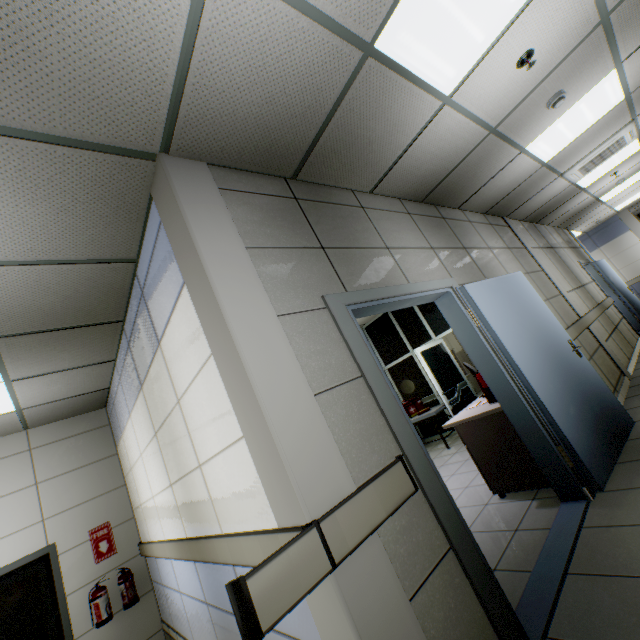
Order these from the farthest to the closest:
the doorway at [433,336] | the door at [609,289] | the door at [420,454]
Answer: the door at [609,289], the doorway at [433,336], the door at [420,454]

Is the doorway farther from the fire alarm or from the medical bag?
→ the fire alarm

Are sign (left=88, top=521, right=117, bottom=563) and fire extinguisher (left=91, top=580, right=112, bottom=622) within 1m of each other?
yes

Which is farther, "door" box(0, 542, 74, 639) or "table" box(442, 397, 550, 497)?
"door" box(0, 542, 74, 639)

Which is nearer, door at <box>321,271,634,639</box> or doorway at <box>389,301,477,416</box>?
door at <box>321,271,634,639</box>

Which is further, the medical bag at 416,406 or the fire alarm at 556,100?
the medical bag at 416,406

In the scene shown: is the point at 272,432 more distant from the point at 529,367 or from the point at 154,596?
the point at 154,596

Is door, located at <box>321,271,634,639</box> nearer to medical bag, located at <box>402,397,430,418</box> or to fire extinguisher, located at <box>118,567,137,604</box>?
medical bag, located at <box>402,397,430,418</box>
